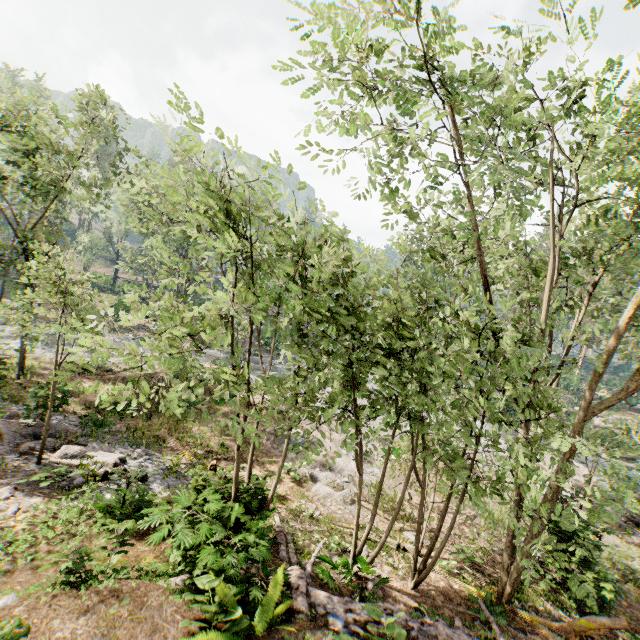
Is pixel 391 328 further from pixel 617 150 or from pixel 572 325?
pixel 572 325
